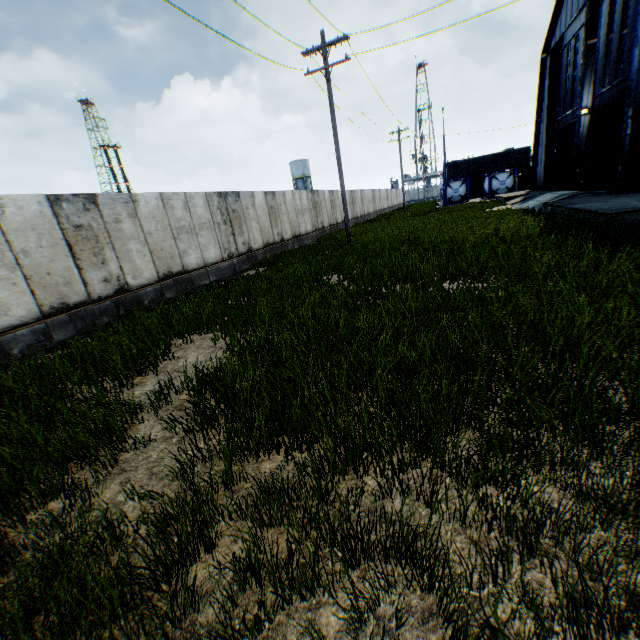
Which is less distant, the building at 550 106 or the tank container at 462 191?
the building at 550 106

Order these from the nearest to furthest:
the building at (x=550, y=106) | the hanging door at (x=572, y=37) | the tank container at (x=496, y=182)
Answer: the hanging door at (x=572, y=37)
the building at (x=550, y=106)
the tank container at (x=496, y=182)

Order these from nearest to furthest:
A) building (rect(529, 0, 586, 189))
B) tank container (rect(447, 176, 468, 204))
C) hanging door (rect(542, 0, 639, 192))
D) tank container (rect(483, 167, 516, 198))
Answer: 1. hanging door (rect(542, 0, 639, 192))
2. building (rect(529, 0, 586, 189))
3. tank container (rect(483, 167, 516, 198))
4. tank container (rect(447, 176, 468, 204))

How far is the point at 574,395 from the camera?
2.90m

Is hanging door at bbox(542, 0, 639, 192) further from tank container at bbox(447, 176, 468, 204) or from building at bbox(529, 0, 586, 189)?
tank container at bbox(447, 176, 468, 204)

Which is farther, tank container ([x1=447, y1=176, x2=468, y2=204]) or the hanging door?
tank container ([x1=447, y1=176, x2=468, y2=204])

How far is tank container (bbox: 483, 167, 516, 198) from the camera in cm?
A: 3828
